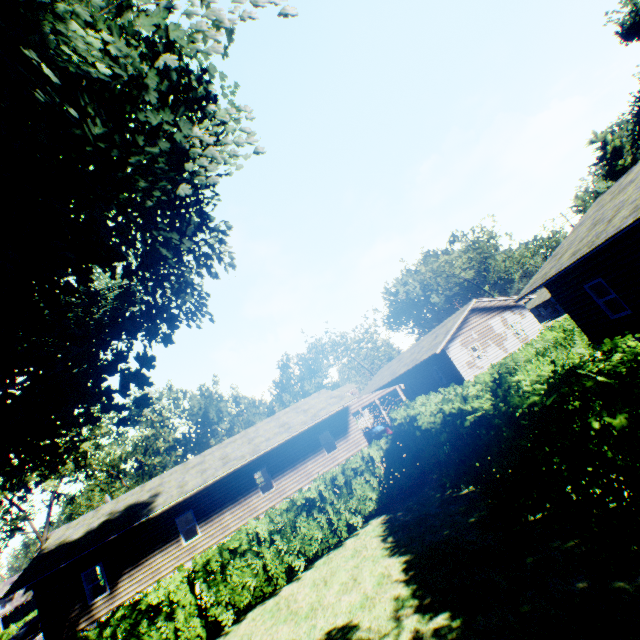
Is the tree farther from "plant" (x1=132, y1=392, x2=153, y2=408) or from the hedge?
the hedge

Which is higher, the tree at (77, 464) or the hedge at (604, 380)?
the tree at (77, 464)

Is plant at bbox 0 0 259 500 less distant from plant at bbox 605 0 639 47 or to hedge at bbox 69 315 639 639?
plant at bbox 605 0 639 47

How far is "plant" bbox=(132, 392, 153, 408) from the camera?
12.5m

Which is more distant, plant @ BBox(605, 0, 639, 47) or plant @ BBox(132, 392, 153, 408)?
plant @ BBox(605, 0, 639, 47)

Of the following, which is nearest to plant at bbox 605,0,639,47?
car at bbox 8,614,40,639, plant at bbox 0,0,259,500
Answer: plant at bbox 0,0,259,500

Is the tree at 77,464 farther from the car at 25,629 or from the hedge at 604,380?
the hedge at 604,380

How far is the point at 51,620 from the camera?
16.5 meters
